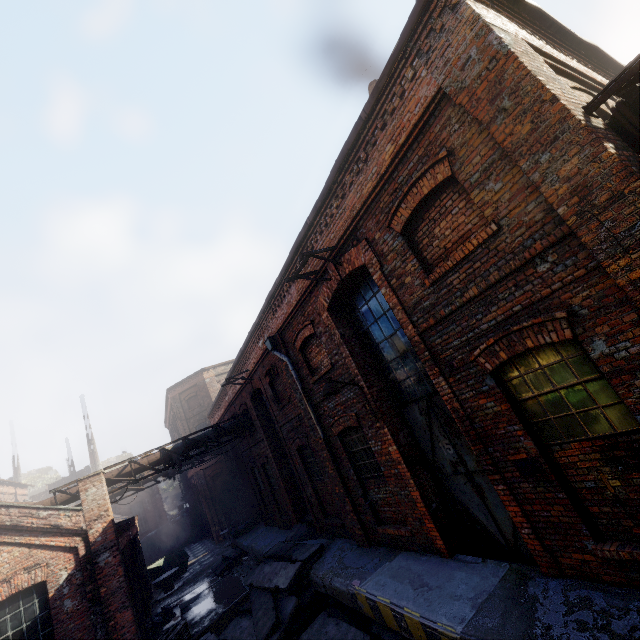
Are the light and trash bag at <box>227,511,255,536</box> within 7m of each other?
no

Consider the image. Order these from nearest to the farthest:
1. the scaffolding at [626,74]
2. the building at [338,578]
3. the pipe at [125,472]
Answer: the scaffolding at [626,74] < the building at [338,578] < the pipe at [125,472]

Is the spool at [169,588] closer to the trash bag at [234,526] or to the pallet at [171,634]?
the trash bag at [234,526]

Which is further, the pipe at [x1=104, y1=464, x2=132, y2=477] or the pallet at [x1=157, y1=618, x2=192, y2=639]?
the pipe at [x1=104, y1=464, x2=132, y2=477]

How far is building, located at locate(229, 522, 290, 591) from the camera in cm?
1394

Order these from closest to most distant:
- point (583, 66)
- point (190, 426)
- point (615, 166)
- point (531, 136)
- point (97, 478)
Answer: point (615, 166) → point (531, 136) → point (583, 66) → point (97, 478) → point (190, 426)

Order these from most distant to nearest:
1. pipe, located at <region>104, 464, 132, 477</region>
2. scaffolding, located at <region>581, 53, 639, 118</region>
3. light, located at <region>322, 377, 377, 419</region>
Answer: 1. pipe, located at <region>104, 464, 132, 477</region>
2. light, located at <region>322, 377, 377, 419</region>
3. scaffolding, located at <region>581, 53, 639, 118</region>

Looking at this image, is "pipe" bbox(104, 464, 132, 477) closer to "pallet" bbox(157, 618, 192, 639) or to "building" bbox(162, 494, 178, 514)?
"pallet" bbox(157, 618, 192, 639)
